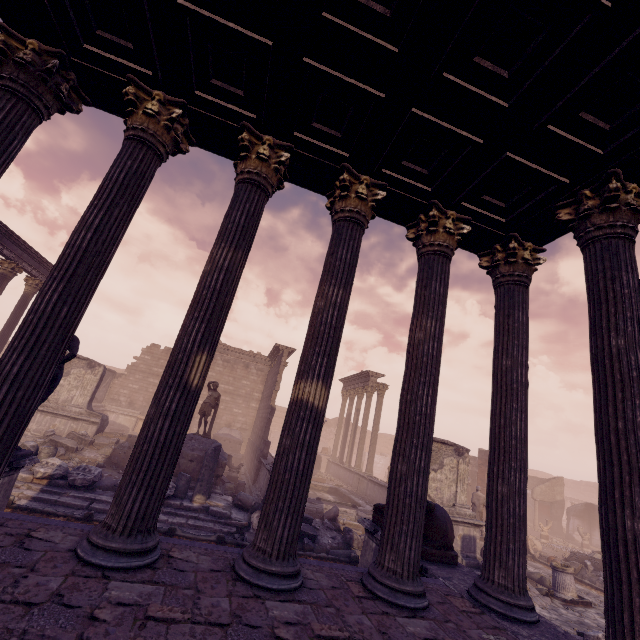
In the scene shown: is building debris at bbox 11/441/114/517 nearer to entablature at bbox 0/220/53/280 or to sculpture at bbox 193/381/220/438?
sculpture at bbox 193/381/220/438

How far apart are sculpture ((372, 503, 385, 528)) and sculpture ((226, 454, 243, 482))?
10.1 meters

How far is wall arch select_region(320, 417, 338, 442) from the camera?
39.20m

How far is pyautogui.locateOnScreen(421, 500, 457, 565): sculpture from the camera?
4.9 meters

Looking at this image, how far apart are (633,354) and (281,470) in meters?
3.8

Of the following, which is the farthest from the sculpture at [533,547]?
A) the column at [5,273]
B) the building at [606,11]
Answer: the column at [5,273]

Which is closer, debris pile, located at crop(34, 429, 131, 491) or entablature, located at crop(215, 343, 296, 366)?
debris pile, located at crop(34, 429, 131, 491)

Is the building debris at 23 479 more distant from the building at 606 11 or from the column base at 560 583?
the column base at 560 583
